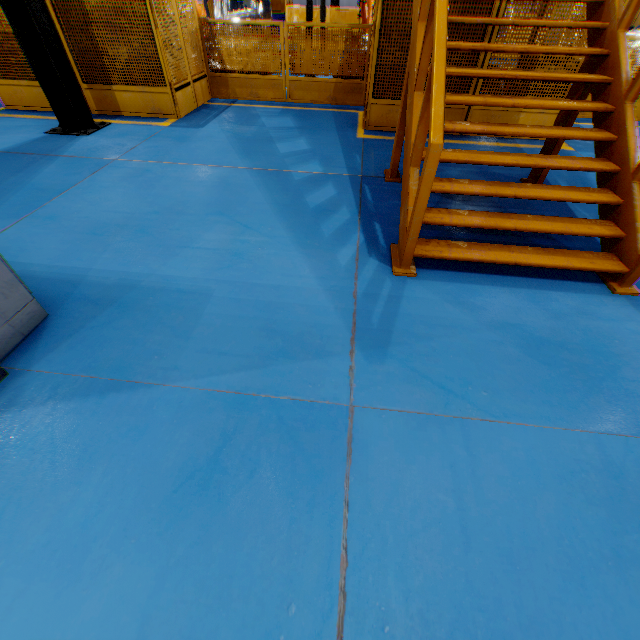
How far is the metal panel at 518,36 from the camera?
5.40m

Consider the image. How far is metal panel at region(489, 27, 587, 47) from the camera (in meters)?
5.40

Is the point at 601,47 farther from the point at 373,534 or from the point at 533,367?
the point at 373,534

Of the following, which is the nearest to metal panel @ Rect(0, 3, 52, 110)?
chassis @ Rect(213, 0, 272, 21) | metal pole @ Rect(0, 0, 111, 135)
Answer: metal pole @ Rect(0, 0, 111, 135)

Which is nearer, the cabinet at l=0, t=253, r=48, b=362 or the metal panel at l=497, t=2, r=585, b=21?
the cabinet at l=0, t=253, r=48, b=362

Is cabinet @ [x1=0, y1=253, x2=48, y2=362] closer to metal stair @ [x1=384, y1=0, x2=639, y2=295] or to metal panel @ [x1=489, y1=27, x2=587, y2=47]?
metal stair @ [x1=384, y1=0, x2=639, y2=295]
